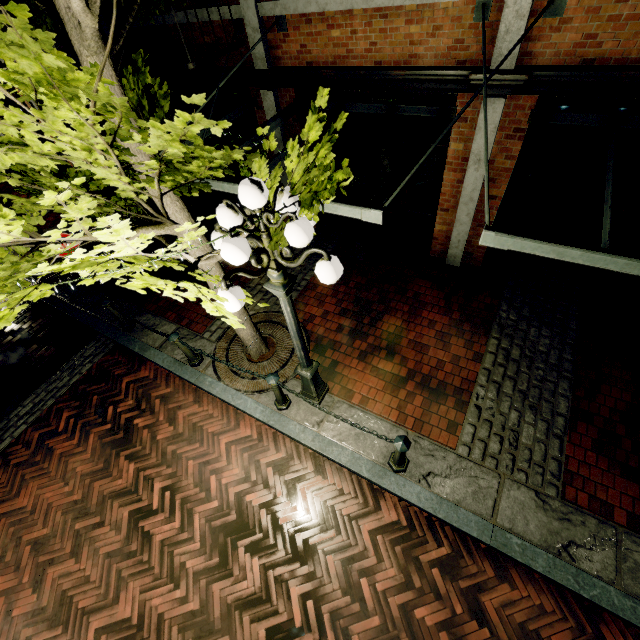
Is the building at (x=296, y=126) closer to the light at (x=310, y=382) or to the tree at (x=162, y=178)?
the tree at (x=162, y=178)

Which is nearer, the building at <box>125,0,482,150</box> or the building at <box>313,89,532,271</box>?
the building at <box>125,0,482,150</box>

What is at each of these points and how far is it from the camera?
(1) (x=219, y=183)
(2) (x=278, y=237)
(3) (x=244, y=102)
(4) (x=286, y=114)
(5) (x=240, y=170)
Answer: (1) awning, 4.4m
(2) tree, 2.9m
(3) awning, 6.3m
(4) awning, 5.7m
(5) building, 8.5m

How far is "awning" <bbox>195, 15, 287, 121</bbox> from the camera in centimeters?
513cm

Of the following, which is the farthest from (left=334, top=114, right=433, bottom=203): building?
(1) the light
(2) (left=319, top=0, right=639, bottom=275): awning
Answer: (1) the light

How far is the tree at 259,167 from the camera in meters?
2.7

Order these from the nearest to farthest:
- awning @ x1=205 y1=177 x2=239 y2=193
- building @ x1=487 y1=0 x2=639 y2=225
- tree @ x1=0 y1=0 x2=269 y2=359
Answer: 1. tree @ x1=0 y1=0 x2=269 y2=359
2. building @ x1=487 y1=0 x2=639 y2=225
3. awning @ x1=205 y1=177 x2=239 y2=193
